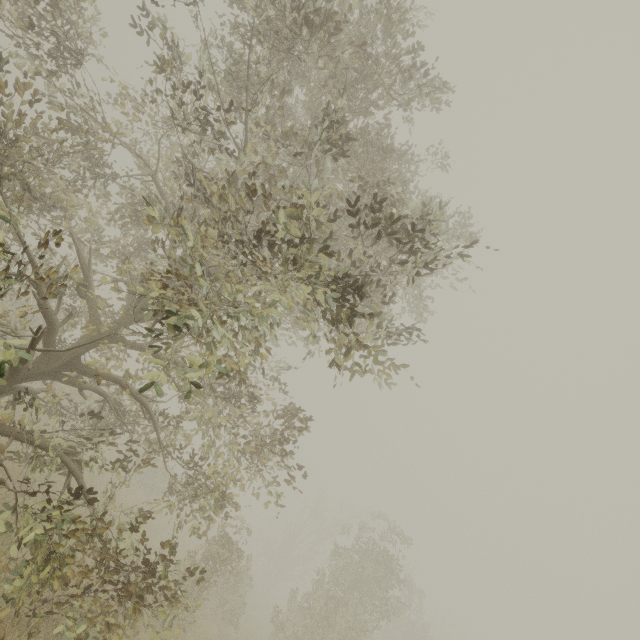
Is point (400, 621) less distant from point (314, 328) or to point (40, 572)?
point (40, 572)
